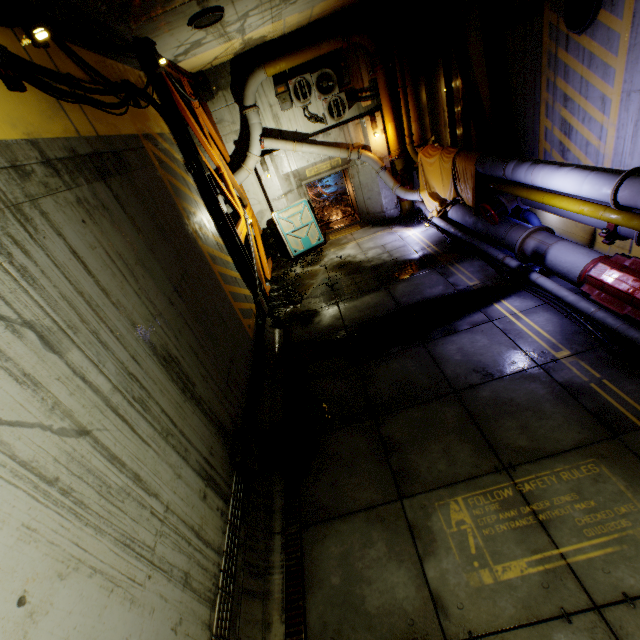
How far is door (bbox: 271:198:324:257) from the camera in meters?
13.2 m

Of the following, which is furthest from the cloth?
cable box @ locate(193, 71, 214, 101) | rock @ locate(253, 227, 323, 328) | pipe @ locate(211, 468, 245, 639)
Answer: pipe @ locate(211, 468, 245, 639)

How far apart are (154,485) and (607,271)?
7.7m

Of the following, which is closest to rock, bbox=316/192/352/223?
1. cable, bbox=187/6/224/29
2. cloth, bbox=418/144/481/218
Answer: cloth, bbox=418/144/481/218

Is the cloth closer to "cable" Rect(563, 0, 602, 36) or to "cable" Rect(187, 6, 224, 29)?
"cable" Rect(563, 0, 602, 36)

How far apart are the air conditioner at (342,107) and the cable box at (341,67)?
0.13m

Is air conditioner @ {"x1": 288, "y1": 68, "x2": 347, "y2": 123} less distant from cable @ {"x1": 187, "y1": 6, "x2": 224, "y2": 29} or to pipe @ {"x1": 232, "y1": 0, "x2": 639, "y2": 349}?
pipe @ {"x1": 232, "y1": 0, "x2": 639, "y2": 349}

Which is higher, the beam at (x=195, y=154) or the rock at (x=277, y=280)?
the beam at (x=195, y=154)
